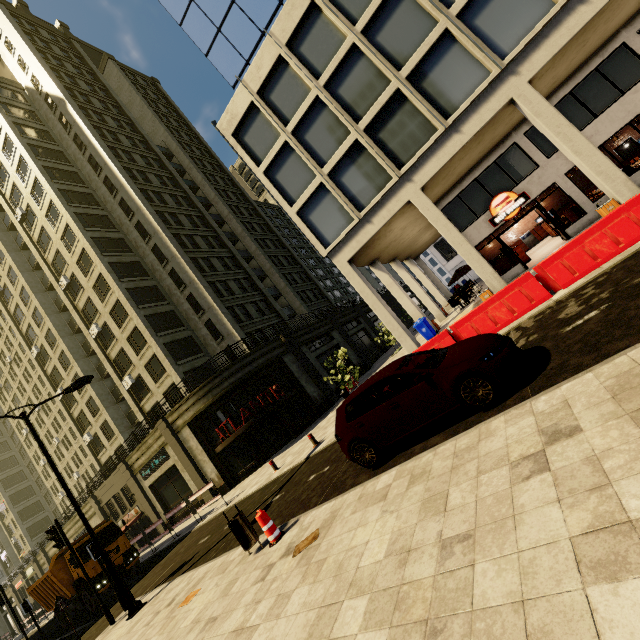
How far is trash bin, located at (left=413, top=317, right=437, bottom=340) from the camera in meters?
18.9 m

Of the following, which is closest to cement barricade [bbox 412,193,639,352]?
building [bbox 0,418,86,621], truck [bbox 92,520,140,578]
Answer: truck [bbox 92,520,140,578]

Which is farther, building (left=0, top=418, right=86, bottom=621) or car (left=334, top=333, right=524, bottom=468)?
building (left=0, top=418, right=86, bottom=621)

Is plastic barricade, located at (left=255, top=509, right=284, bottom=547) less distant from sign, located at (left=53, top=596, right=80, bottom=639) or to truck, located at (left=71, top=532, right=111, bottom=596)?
sign, located at (left=53, top=596, right=80, bottom=639)

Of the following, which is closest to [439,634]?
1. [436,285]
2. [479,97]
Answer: [479,97]

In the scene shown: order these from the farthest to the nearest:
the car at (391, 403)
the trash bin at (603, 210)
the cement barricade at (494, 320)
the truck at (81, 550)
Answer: the truck at (81, 550) < the trash bin at (603, 210) < the cement barricade at (494, 320) < the car at (391, 403)

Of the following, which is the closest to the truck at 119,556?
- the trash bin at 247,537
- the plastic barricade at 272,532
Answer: the trash bin at 247,537

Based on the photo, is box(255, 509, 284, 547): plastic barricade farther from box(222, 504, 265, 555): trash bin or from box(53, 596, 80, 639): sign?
box(53, 596, 80, 639): sign
